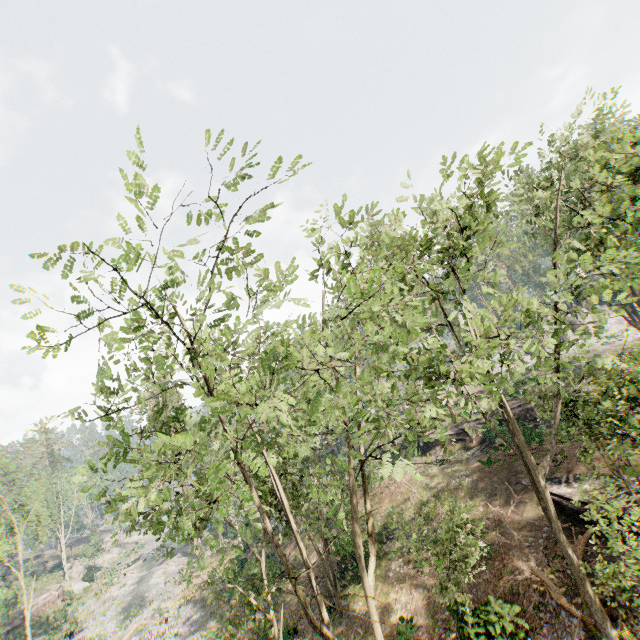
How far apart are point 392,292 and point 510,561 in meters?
15.5 m

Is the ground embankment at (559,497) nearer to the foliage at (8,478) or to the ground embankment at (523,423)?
the foliage at (8,478)

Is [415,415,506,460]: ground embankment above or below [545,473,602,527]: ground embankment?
above

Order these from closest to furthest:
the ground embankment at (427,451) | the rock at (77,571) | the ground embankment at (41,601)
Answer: the ground embankment at (427,451)
the ground embankment at (41,601)
the rock at (77,571)

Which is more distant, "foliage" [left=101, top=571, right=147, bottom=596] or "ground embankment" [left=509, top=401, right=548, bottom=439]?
"foliage" [left=101, top=571, right=147, bottom=596]

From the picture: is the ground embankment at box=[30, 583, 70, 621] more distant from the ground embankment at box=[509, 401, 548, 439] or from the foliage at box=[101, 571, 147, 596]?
the ground embankment at box=[509, 401, 548, 439]

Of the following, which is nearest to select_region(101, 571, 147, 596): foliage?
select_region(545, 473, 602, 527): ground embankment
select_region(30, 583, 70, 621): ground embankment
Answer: select_region(30, 583, 70, 621): ground embankment

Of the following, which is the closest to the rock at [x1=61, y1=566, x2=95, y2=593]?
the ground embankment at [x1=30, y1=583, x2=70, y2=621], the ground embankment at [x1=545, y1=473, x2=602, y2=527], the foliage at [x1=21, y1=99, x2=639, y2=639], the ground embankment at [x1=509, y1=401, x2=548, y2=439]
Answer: the ground embankment at [x1=30, y1=583, x2=70, y2=621]
